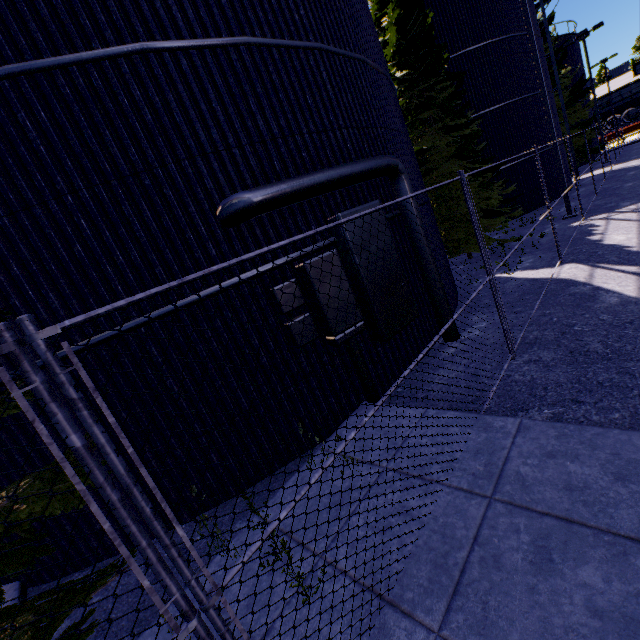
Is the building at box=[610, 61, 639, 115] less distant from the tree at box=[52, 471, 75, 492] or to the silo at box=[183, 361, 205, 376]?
the silo at box=[183, 361, 205, 376]

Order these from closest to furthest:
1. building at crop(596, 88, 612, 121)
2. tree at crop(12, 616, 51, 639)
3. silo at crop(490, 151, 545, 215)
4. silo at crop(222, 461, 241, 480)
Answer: tree at crop(12, 616, 51, 639) → silo at crop(222, 461, 241, 480) → silo at crop(490, 151, 545, 215) → building at crop(596, 88, 612, 121)

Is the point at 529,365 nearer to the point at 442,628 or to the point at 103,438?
the point at 442,628

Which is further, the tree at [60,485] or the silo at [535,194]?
the silo at [535,194]

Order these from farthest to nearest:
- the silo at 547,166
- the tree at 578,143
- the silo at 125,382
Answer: the tree at 578,143
the silo at 547,166
the silo at 125,382

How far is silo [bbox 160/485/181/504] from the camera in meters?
4.6
